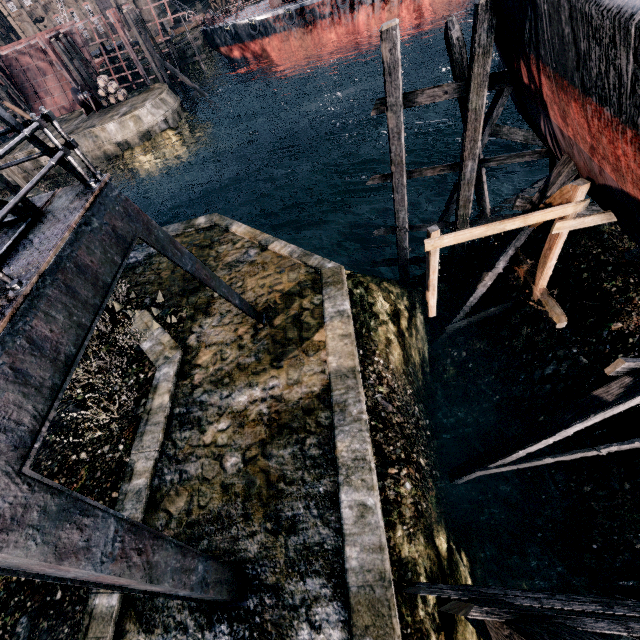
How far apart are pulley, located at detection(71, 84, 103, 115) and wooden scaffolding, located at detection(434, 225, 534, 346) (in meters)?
45.70

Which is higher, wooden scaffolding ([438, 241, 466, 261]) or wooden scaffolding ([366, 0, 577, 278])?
wooden scaffolding ([366, 0, 577, 278])

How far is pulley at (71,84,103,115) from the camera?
36.3m

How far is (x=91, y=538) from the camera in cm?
433

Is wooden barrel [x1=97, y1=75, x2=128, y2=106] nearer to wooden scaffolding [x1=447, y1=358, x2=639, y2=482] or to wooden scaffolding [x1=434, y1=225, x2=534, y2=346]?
wooden scaffolding [x1=434, y1=225, x2=534, y2=346]

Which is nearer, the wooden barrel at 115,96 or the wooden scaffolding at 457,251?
the wooden scaffolding at 457,251

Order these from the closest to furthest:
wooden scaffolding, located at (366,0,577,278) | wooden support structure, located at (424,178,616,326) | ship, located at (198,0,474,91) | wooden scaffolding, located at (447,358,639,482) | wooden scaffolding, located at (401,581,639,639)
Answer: wooden scaffolding, located at (401,581,639,639)
wooden scaffolding, located at (447,358,639,482)
wooden support structure, located at (424,178,616,326)
wooden scaffolding, located at (366,0,577,278)
ship, located at (198,0,474,91)

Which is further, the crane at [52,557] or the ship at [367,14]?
the ship at [367,14]
